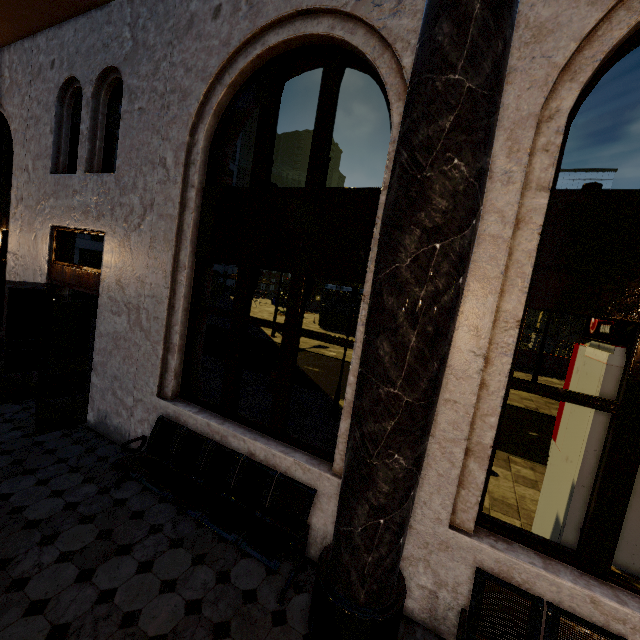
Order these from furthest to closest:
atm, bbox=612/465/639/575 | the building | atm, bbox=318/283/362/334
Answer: atm, bbox=318/283/362/334 → atm, bbox=612/465/639/575 → the building

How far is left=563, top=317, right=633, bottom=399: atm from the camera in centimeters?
291cm

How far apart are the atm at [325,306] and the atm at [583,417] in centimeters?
1922cm

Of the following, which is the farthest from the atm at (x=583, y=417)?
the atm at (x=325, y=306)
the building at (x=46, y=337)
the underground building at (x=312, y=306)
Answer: the underground building at (x=312, y=306)

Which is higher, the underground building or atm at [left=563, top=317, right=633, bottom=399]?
atm at [left=563, top=317, right=633, bottom=399]

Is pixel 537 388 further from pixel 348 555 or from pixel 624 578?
pixel 348 555

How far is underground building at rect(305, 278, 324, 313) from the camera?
36.91m

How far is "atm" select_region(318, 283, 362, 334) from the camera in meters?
23.2
